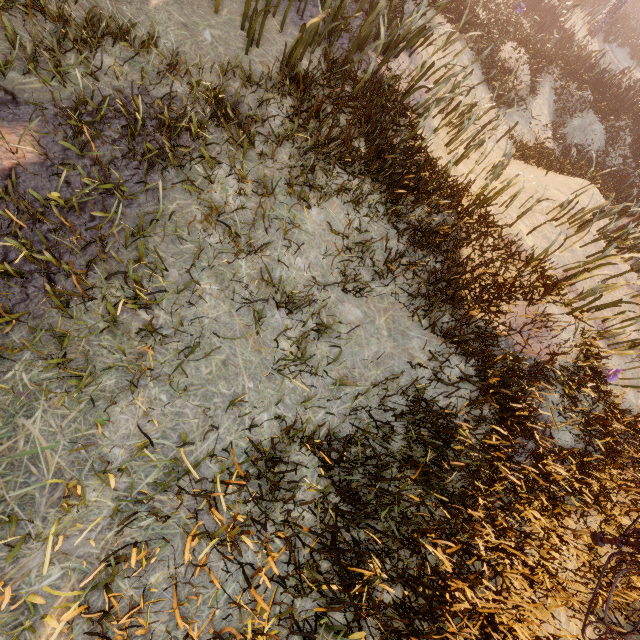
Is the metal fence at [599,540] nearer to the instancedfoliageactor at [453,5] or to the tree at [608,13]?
the instancedfoliageactor at [453,5]

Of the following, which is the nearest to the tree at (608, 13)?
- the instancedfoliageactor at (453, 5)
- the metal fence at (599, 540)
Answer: the instancedfoliageactor at (453, 5)

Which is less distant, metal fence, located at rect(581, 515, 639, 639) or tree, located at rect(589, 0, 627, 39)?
Answer: metal fence, located at rect(581, 515, 639, 639)

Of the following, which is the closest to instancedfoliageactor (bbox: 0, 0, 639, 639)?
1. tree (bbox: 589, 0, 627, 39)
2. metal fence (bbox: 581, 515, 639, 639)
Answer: metal fence (bbox: 581, 515, 639, 639)

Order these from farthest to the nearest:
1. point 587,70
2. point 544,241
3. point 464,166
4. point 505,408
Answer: point 587,70 → point 464,166 → point 544,241 → point 505,408

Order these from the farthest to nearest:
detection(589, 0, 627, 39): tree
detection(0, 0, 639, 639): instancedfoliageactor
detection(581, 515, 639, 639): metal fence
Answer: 1. detection(589, 0, 627, 39): tree
2. detection(581, 515, 639, 639): metal fence
3. detection(0, 0, 639, 639): instancedfoliageactor

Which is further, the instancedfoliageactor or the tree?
the tree
